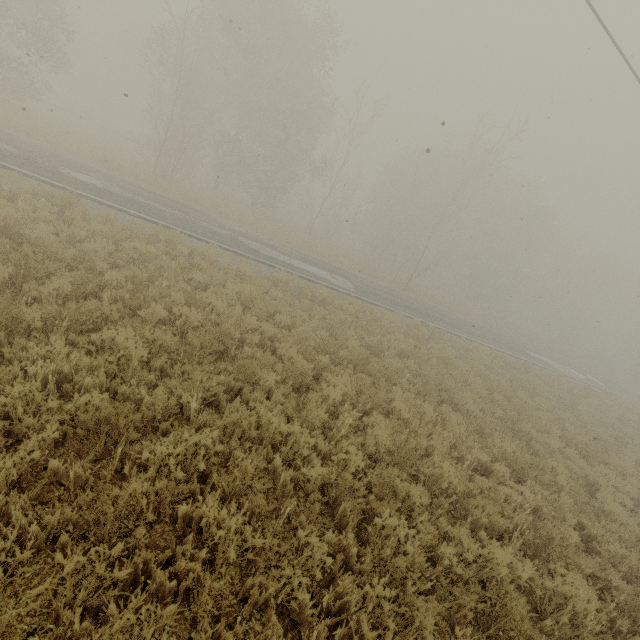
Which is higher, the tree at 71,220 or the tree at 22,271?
the tree at 22,271

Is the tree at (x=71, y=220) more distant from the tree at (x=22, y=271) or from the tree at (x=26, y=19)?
the tree at (x=26, y=19)

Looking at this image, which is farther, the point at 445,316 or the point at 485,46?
the point at 445,316

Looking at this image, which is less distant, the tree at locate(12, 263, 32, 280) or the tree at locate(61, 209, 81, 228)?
the tree at locate(12, 263, 32, 280)

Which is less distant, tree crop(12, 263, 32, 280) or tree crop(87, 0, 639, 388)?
tree crop(12, 263, 32, 280)

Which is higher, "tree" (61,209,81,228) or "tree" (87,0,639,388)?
"tree" (87,0,639,388)

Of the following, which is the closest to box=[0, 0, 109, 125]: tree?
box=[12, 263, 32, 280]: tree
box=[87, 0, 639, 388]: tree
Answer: box=[87, 0, 639, 388]: tree

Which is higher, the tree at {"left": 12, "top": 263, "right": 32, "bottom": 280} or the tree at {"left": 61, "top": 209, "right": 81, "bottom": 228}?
the tree at {"left": 12, "top": 263, "right": 32, "bottom": 280}
